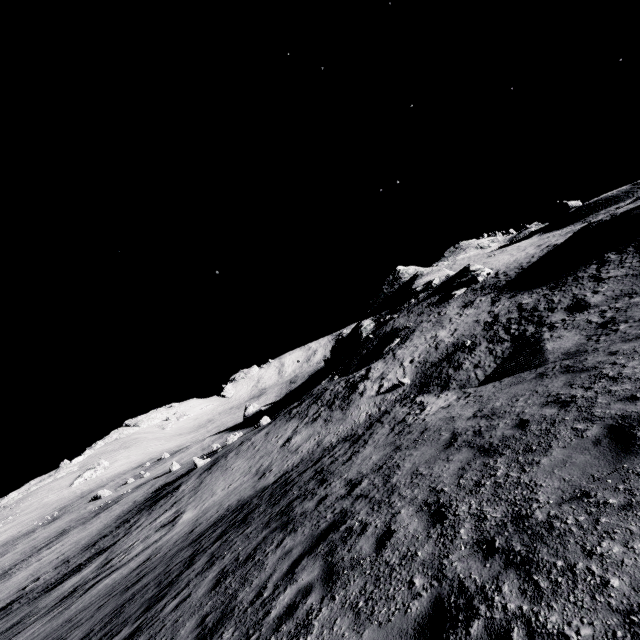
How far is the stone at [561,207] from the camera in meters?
58.2 m

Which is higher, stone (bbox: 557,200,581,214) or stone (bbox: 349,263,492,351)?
stone (bbox: 557,200,581,214)

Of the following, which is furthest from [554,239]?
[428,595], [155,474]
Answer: [155,474]

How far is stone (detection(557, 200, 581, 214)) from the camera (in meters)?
58.22

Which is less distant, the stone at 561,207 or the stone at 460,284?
the stone at 460,284

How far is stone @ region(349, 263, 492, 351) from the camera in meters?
41.6

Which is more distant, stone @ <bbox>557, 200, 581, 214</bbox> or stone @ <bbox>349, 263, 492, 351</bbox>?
stone @ <bbox>557, 200, 581, 214</bbox>
